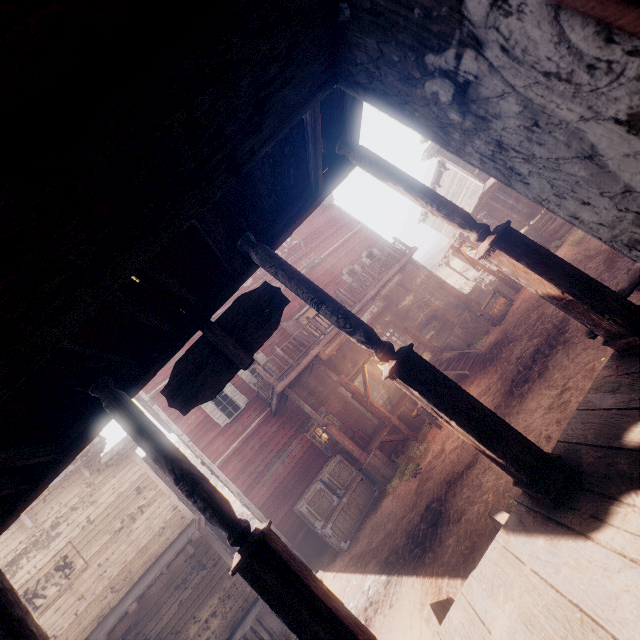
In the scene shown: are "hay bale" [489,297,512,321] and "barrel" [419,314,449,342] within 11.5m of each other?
yes

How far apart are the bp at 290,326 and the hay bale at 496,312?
6.9m

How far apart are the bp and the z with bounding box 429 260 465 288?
35.81m

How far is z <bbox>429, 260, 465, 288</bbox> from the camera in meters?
40.1 m

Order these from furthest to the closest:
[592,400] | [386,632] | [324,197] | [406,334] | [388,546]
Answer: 1. [406,334]
2. [388,546]
3. [386,632]
4. [324,197]
5. [592,400]

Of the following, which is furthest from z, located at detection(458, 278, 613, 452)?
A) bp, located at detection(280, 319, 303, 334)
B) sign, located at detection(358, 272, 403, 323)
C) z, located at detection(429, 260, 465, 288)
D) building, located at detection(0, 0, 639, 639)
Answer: bp, located at detection(280, 319, 303, 334)

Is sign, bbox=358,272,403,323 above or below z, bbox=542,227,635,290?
above

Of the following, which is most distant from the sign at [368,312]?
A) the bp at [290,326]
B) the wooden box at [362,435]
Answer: the wooden box at [362,435]
